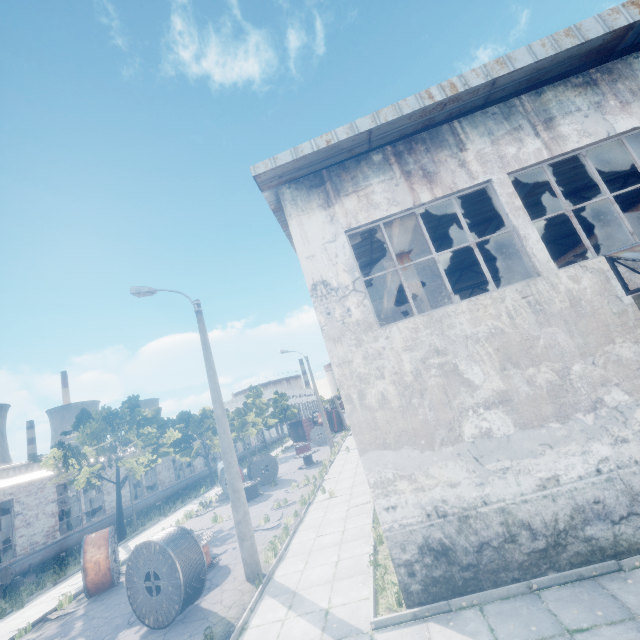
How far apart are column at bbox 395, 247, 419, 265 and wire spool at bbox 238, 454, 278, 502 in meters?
16.9 m

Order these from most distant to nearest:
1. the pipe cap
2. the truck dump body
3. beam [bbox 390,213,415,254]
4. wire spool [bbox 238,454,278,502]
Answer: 1. the truck dump body
2. wire spool [bbox 238,454,278,502]
3. the pipe cap
4. beam [bbox 390,213,415,254]

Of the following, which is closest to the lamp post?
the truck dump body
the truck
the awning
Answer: the awning

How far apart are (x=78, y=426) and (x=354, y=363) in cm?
2180

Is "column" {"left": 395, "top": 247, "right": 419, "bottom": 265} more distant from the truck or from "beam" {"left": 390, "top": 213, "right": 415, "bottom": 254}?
the truck

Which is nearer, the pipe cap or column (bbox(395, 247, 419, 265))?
column (bbox(395, 247, 419, 265))

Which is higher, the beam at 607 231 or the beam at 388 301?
the beam at 607 231

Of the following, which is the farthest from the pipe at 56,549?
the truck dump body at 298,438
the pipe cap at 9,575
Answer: the truck dump body at 298,438
